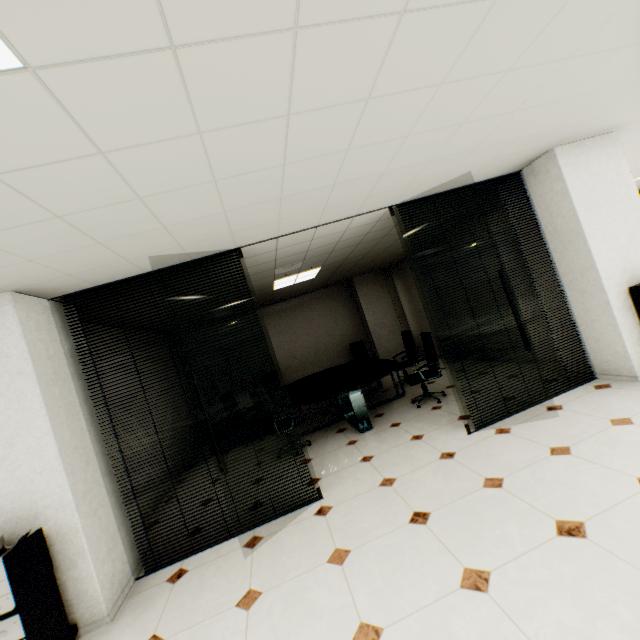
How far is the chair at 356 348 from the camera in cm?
912

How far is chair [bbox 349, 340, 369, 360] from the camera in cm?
912

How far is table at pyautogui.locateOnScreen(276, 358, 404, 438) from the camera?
5.2m

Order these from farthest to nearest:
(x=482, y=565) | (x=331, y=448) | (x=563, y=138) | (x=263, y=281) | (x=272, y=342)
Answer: (x=272, y=342) < (x=263, y=281) < (x=331, y=448) < (x=563, y=138) < (x=482, y=565)

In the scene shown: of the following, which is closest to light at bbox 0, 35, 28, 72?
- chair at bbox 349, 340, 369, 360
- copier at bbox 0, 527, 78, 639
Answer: copier at bbox 0, 527, 78, 639

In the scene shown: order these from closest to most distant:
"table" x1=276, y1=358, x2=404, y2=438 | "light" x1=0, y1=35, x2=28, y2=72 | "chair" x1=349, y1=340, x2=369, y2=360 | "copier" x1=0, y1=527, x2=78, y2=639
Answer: "light" x1=0, y1=35, x2=28, y2=72 < "copier" x1=0, y1=527, x2=78, y2=639 < "table" x1=276, y1=358, x2=404, y2=438 < "chair" x1=349, y1=340, x2=369, y2=360

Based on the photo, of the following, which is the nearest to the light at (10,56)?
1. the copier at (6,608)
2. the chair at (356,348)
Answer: the copier at (6,608)

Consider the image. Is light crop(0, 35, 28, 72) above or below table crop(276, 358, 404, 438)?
above
